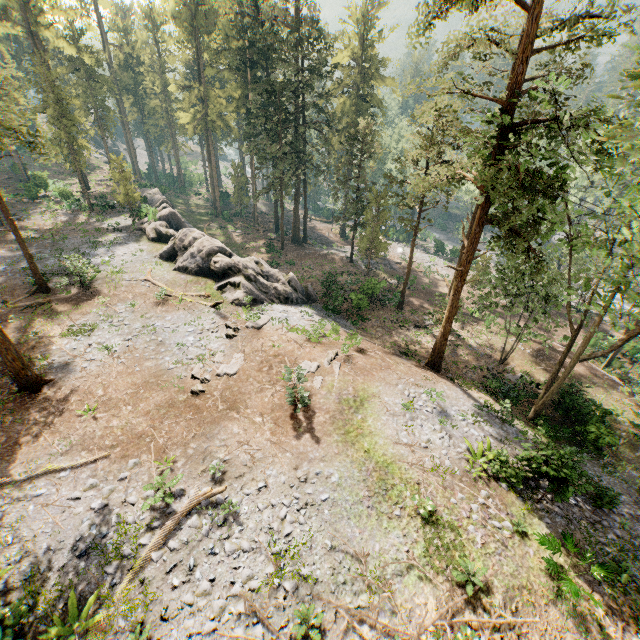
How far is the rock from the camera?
25.75m

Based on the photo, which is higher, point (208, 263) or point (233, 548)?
point (208, 263)

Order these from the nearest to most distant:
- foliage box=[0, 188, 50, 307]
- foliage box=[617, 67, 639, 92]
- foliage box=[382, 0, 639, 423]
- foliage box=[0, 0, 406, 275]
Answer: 1. foliage box=[617, 67, 639, 92]
2. foliage box=[382, 0, 639, 423]
3. foliage box=[0, 188, 50, 307]
4. foliage box=[0, 0, 406, 275]

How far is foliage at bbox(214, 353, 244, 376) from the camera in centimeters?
1762cm

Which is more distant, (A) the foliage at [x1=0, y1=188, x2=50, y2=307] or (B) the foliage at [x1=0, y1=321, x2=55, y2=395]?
(A) the foliage at [x1=0, y1=188, x2=50, y2=307]

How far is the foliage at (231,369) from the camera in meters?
17.6

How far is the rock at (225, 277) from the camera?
25.8 meters
